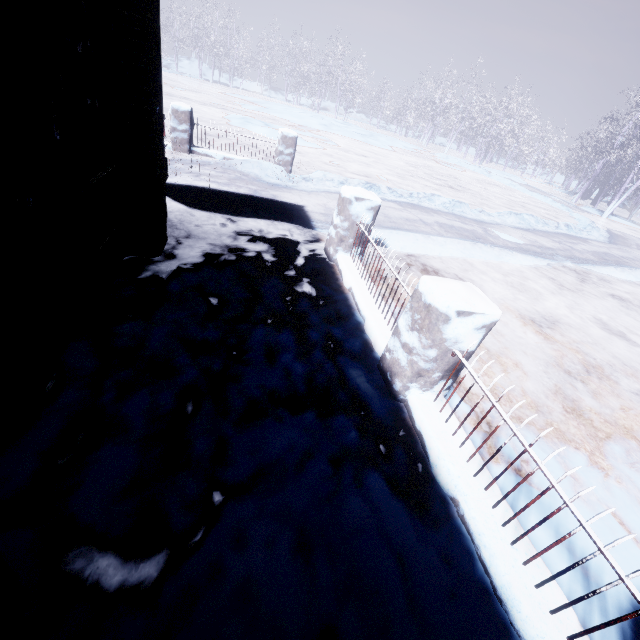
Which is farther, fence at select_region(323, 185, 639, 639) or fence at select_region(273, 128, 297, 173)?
fence at select_region(273, 128, 297, 173)

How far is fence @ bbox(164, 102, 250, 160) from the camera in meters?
6.9 m

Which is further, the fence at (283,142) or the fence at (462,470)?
the fence at (283,142)

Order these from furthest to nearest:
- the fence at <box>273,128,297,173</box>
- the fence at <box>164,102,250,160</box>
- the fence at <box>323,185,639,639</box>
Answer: the fence at <box>273,128,297,173</box> → the fence at <box>164,102,250,160</box> → the fence at <box>323,185,639,639</box>

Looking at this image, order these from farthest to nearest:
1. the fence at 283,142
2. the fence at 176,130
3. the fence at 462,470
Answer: the fence at 283,142 < the fence at 176,130 < the fence at 462,470

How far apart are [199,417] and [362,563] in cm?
118
